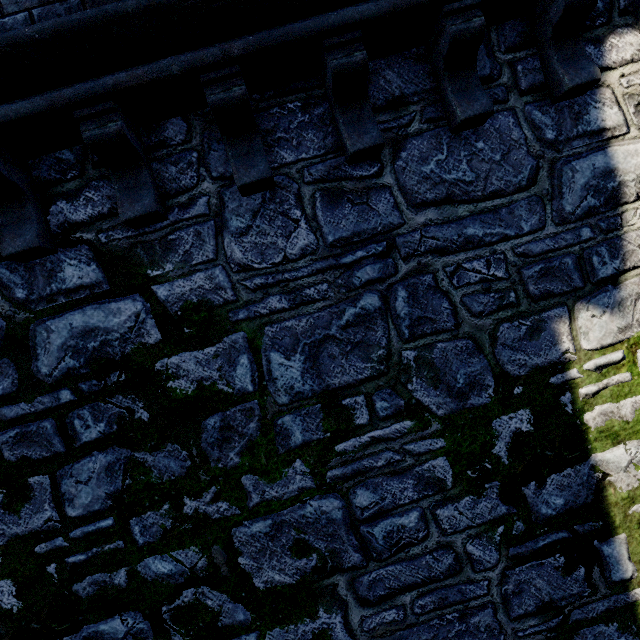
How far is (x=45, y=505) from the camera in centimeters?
288cm
